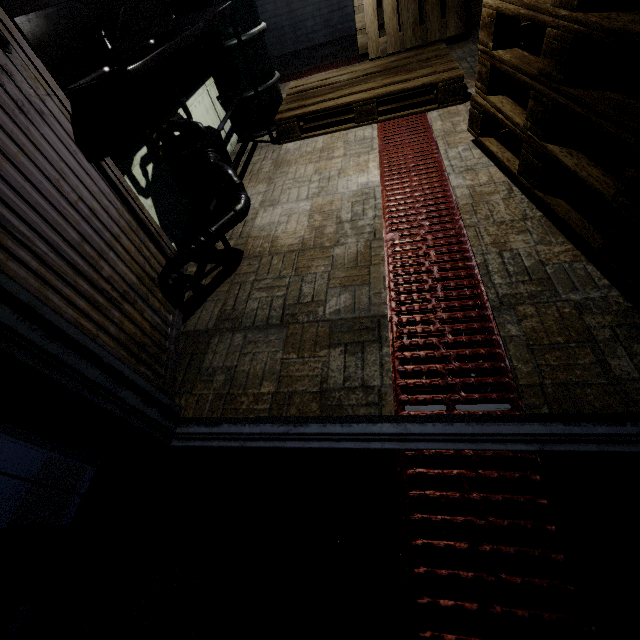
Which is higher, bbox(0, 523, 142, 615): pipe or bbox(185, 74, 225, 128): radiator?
bbox(185, 74, 225, 128): radiator

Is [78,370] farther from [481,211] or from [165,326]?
[481,211]

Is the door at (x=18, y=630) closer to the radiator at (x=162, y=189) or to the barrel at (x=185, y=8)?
the radiator at (x=162, y=189)

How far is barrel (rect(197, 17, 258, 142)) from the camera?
2.53m

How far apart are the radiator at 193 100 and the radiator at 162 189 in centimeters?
15cm

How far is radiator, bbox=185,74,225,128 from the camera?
2.4 meters

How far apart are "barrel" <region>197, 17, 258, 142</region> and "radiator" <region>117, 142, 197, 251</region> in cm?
113

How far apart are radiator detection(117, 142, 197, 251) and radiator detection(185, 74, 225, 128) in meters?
0.1
